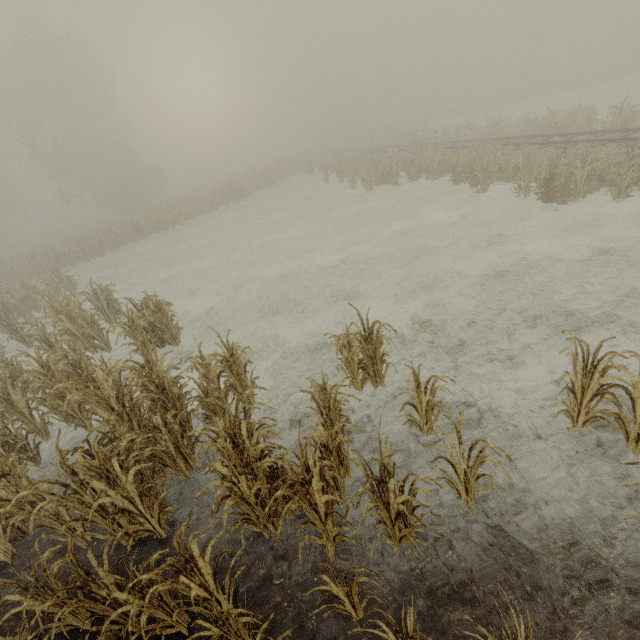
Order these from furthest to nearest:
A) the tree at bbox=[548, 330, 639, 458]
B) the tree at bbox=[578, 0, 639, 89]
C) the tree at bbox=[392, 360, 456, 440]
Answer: the tree at bbox=[578, 0, 639, 89] < the tree at bbox=[392, 360, 456, 440] < the tree at bbox=[548, 330, 639, 458]

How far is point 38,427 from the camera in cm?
703

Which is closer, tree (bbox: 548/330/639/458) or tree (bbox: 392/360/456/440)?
tree (bbox: 548/330/639/458)

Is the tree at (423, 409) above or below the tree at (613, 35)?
below

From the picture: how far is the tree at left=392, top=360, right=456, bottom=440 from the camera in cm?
430

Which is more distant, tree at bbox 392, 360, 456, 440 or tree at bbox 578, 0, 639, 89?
tree at bbox 578, 0, 639, 89

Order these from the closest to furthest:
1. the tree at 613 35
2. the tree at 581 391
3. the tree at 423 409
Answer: the tree at 581 391
the tree at 423 409
the tree at 613 35
